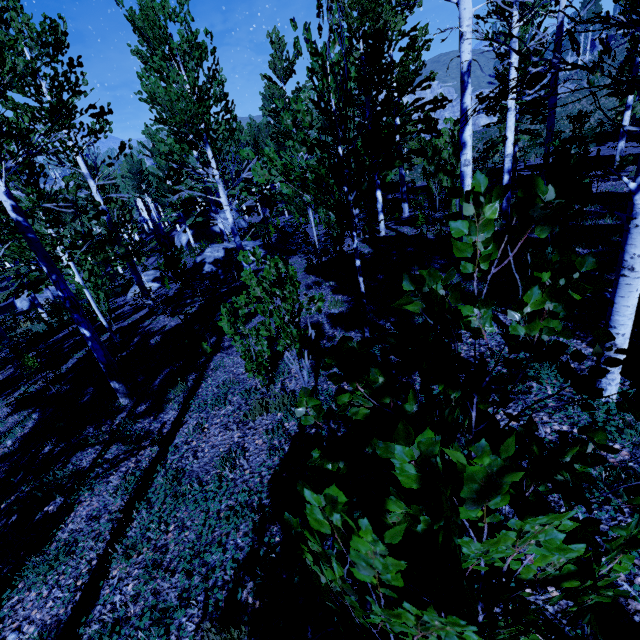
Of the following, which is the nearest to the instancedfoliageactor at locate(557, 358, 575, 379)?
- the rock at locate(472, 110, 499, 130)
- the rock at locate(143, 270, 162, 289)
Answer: the rock at locate(143, 270, 162, 289)

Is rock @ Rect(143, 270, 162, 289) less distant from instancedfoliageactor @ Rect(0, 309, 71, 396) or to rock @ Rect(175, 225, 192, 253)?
instancedfoliageactor @ Rect(0, 309, 71, 396)

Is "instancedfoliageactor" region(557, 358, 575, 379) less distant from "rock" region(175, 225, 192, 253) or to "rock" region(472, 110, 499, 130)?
"rock" region(175, 225, 192, 253)

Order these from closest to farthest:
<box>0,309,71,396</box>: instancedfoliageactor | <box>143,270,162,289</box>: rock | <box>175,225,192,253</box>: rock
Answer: <box>0,309,71,396</box>: instancedfoliageactor → <box>143,270,162,289</box>: rock → <box>175,225,192,253</box>: rock

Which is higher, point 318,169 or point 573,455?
point 318,169

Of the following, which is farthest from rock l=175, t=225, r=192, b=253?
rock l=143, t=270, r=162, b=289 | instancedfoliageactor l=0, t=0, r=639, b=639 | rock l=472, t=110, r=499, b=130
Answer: rock l=472, t=110, r=499, b=130

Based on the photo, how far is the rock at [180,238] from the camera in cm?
3152

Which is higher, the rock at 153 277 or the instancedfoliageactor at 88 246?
the instancedfoliageactor at 88 246
